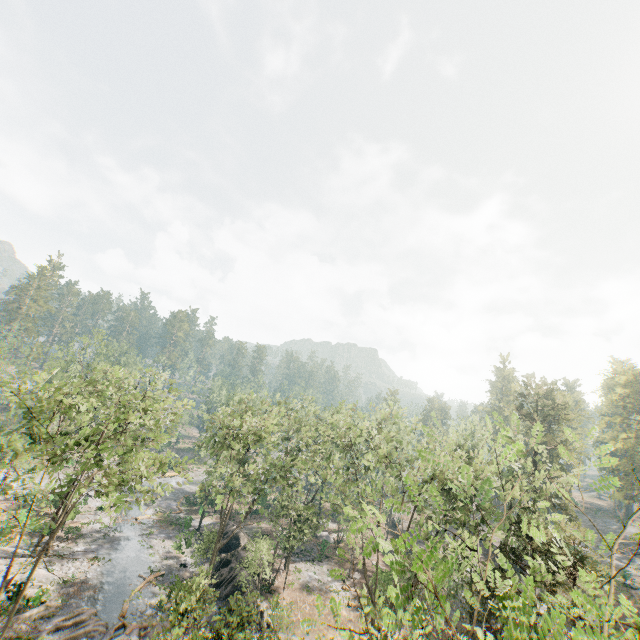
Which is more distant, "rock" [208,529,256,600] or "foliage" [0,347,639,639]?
"rock" [208,529,256,600]

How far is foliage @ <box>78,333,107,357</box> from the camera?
46.6m

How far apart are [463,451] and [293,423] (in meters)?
25.49

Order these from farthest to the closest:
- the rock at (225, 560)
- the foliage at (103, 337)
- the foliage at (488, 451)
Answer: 1. the foliage at (103, 337)
2. the rock at (225, 560)
3. the foliage at (488, 451)

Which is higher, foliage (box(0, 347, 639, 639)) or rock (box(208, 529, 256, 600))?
foliage (box(0, 347, 639, 639))

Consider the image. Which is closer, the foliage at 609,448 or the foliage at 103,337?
the foliage at 609,448

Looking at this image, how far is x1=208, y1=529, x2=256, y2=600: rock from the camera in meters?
30.6

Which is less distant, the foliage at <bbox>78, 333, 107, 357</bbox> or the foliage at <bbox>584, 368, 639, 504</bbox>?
the foliage at <bbox>584, 368, 639, 504</bbox>
